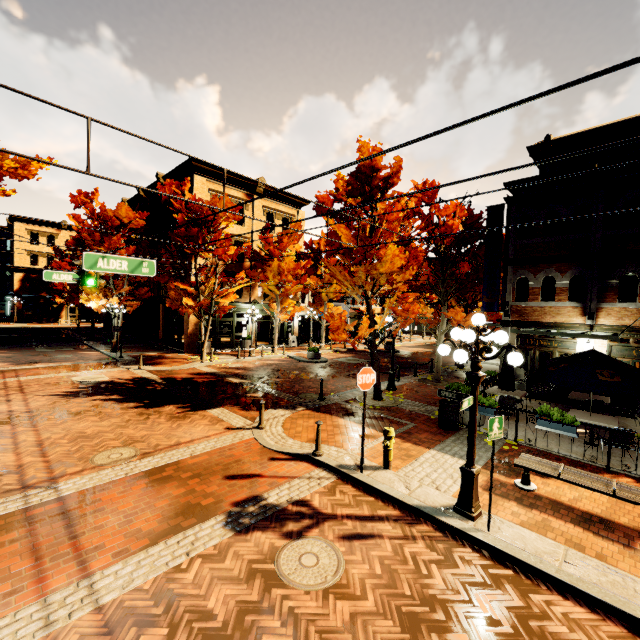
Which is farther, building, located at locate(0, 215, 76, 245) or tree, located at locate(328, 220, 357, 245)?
building, located at locate(0, 215, 76, 245)

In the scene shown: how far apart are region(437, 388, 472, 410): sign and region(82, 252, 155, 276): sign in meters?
8.2 m

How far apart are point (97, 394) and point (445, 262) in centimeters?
1660cm

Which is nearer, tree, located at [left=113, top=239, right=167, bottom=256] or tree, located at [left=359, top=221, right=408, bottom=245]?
tree, located at [left=359, top=221, right=408, bottom=245]

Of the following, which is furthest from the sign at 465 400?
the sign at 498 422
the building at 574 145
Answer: the building at 574 145

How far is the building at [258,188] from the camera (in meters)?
25.23

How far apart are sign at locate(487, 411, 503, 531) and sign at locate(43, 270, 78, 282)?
17.31m

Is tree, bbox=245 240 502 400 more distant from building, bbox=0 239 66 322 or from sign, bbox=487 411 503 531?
sign, bbox=487 411 503 531
